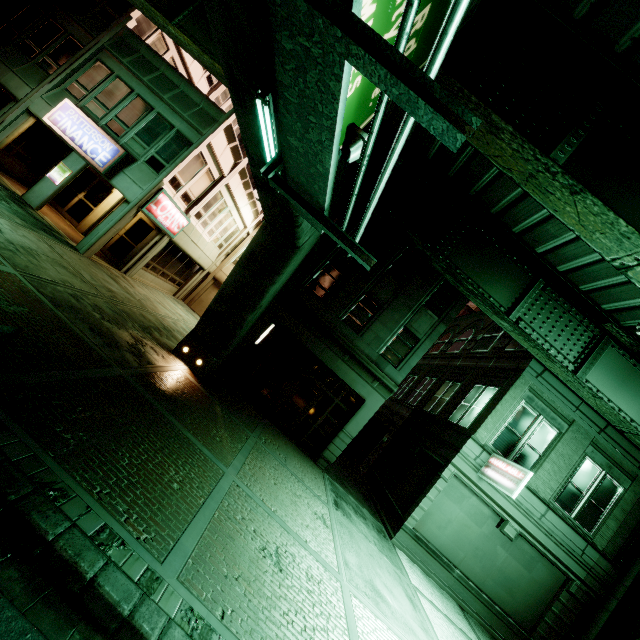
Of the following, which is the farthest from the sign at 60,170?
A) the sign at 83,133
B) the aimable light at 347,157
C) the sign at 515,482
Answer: the sign at 515,482

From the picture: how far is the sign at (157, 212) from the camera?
14.6 meters

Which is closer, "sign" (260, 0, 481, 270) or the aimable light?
"sign" (260, 0, 481, 270)

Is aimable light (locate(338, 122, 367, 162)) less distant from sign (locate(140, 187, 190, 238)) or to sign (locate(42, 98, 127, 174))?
sign (locate(140, 187, 190, 238))

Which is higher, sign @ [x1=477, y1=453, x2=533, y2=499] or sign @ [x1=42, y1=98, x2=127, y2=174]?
sign @ [x1=477, y1=453, x2=533, y2=499]

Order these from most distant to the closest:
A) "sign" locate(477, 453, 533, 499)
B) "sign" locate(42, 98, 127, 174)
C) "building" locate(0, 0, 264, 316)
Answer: "building" locate(0, 0, 264, 316) < "sign" locate(42, 98, 127, 174) < "sign" locate(477, 453, 533, 499)

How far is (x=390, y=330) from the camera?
15.0 meters

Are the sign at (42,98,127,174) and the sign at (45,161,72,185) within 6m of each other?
yes
